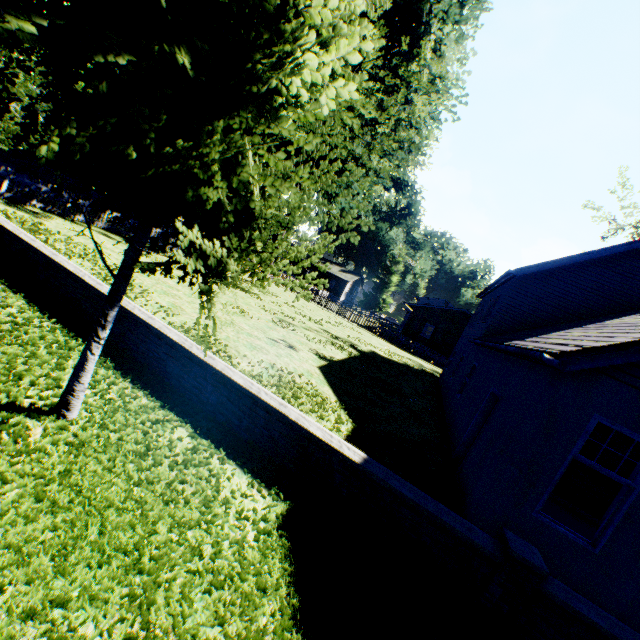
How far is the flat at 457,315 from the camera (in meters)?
35.31

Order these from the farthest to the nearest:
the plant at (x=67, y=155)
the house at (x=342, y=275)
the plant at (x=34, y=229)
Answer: the house at (x=342, y=275) < the plant at (x=67, y=155) < the plant at (x=34, y=229)

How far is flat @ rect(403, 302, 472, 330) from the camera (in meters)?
35.31

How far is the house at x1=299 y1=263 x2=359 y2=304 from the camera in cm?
5706

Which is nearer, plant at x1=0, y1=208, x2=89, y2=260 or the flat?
plant at x1=0, y1=208, x2=89, y2=260

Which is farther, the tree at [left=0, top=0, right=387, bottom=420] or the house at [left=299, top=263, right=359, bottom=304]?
the house at [left=299, top=263, right=359, bottom=304]

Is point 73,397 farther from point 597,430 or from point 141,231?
point 597,430

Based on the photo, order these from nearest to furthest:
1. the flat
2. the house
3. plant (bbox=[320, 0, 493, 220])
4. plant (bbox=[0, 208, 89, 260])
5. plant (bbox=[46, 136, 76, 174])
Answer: plant (bbox=[0, 208, 89, 260])
plant (bbox=[320, 0, 493, 220])
plant (bbox=[46, 136, 76, 174])
the flat
the house
